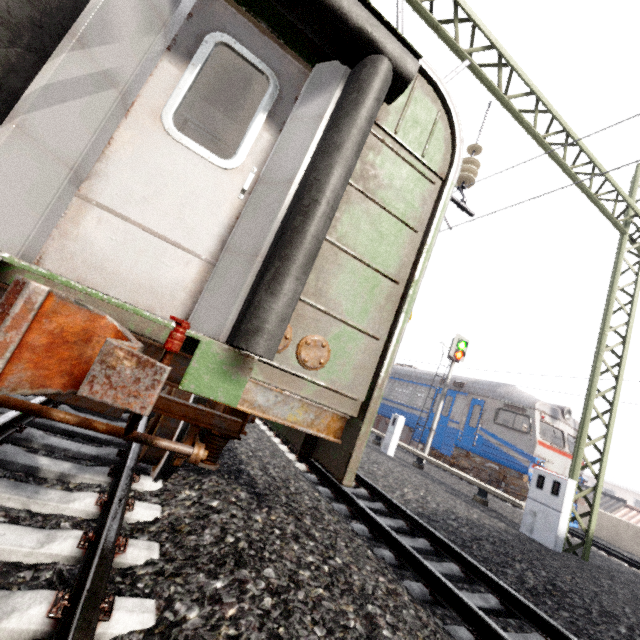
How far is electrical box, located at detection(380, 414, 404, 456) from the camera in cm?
1156

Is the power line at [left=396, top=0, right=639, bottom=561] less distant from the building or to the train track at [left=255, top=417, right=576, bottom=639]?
the train track at [left=255, top=417, right=576, bottom=639]

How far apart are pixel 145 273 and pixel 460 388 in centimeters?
1534cm

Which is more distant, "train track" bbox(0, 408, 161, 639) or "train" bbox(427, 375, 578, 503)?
"train" bbox(427, 375, 578, 503)

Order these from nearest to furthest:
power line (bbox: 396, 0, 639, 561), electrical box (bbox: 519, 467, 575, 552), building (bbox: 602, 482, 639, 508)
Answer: power line (bbox: 396, 0, 639, 561) → electrical box (bbox: 519, 467, 575, 552) → building (bbox: 602, 482, 639, 508)

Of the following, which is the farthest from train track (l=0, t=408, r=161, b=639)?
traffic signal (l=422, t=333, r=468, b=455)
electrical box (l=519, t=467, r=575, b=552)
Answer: traffic signal (l=422, t=333, r=468, b=455)

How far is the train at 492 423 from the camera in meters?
11.8 m

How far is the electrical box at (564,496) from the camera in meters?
6.6
